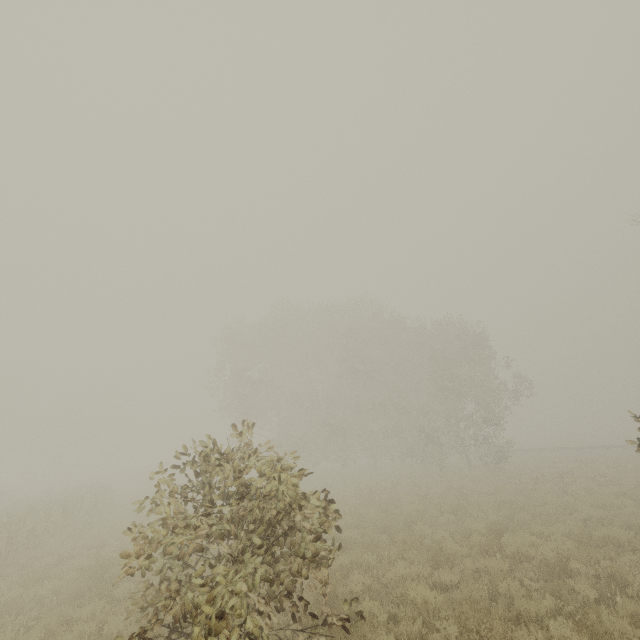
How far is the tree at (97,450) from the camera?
57.3 meters

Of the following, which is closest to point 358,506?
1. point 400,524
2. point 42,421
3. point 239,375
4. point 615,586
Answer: point 400,524

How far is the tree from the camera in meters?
57.3 m
